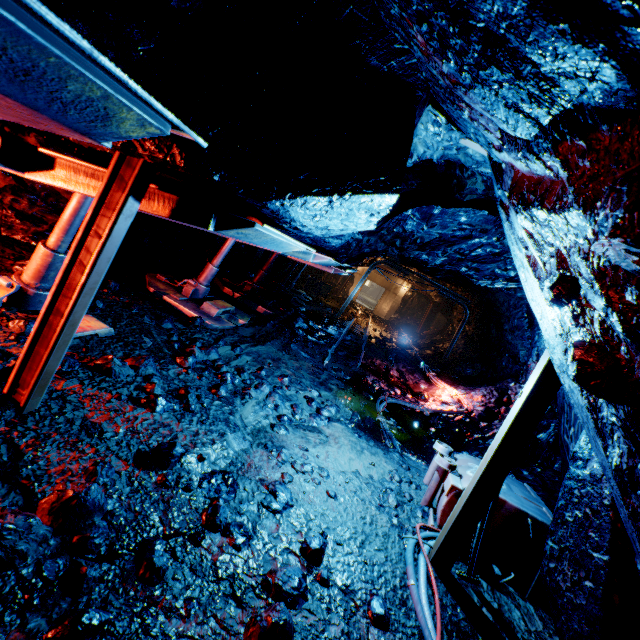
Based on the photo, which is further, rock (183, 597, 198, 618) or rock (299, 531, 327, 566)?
rock (299, 531, 327, 566)

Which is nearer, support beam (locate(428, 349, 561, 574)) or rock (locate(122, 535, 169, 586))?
rock (locate(122, 535, 169, 586))

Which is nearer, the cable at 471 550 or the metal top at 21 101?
the metal top at 21 101

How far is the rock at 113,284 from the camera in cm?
482

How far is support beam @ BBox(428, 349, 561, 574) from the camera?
2.9m

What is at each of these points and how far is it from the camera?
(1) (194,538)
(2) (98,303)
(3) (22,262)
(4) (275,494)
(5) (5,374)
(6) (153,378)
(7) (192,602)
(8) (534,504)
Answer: (1) rock, 2.3m
(2) rock, 4.2m
(3) rock, 3.9m
(4) rock, 3.0m
(5) rock, 2.5m
(6) rock, 3.5m
(7) rock, 1.9m
(8) trolley, 3.9m

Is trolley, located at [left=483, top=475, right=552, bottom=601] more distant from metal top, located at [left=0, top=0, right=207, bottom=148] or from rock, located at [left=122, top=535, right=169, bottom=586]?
metal top, located at [left=0, top=0, right=207, bottom=148]

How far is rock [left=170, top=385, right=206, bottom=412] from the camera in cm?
340
